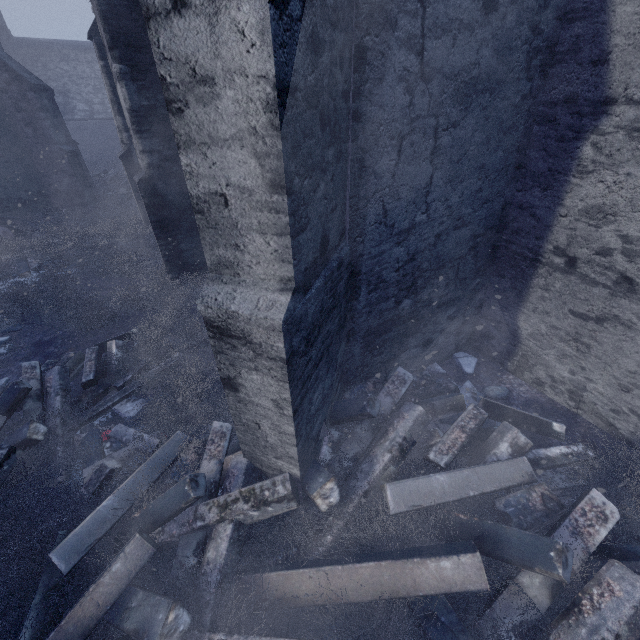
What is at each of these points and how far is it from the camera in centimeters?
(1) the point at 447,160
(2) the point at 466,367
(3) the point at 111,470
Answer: (1) building, 305cm
(2) instancedfoliageactor, 467cm
(3) instancedfoliageactor, 317cm

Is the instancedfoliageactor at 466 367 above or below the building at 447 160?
below

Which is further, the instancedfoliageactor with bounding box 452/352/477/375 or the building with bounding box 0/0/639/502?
the instancedfoliageactor with bounding box 452/352/477/375

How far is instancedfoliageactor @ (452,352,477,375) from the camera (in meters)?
4.63

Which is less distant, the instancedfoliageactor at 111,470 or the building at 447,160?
the building at 447,160

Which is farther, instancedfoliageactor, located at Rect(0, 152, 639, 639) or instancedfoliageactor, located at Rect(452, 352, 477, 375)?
instancedfoliageactor, located at Rect(452, 352, 477, 375)

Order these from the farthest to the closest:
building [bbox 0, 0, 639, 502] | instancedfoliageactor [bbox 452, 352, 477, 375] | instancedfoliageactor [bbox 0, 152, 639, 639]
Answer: instancedfoliageactor [bbox 452, 352, 477, 375], instancedfoliageactor [bbox 0, 152, 639, 639], building [bbox 0, 0, 639, 502]
